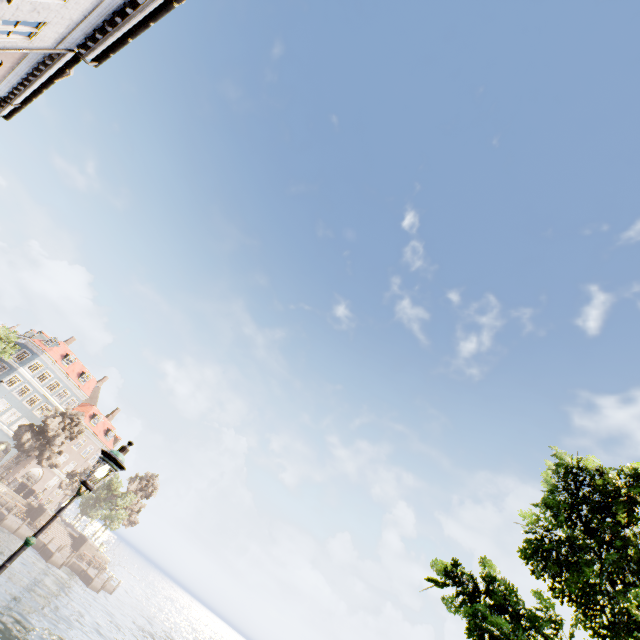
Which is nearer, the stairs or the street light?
the street light

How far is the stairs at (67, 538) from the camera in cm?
4125

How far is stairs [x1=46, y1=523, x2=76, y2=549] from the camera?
41.2m

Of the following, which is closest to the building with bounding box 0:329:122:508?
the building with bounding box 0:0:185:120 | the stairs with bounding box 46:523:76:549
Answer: the stairs with bounding box 46:523:76:549

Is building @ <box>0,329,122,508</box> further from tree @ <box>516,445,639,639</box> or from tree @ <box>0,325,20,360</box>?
tree @ <box>516,445,639,639</box>

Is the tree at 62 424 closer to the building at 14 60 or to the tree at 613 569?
the tree at 613 569

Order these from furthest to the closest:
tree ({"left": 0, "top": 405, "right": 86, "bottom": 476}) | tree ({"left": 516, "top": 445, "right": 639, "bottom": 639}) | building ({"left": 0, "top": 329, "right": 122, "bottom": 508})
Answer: building ({"left": 0, "top": 329, "right": 122, "bottom": 508}) → tree ({"left": 0, "top": 405, "right": 86, "bottom": 476}) → tree ({"left": 516, "top": 445, "right": 639, "bottom": 639})

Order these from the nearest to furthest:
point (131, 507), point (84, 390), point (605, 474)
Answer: point (605, 474)
point (84, 390)
point (131, 507)
